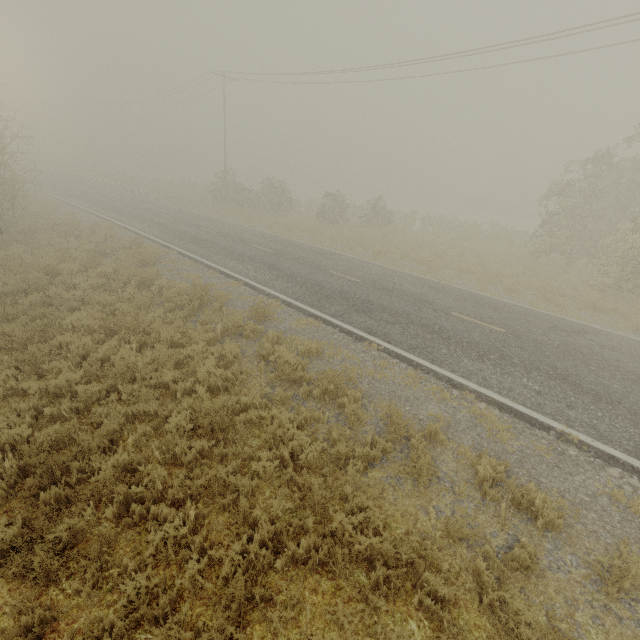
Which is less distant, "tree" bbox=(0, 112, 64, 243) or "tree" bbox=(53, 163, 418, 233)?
"tree" bbox=(0, 112, 64, 243)

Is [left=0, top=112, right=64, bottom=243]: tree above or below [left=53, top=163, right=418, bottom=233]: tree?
above

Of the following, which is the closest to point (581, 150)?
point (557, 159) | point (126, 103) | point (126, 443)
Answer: point (557, 159)

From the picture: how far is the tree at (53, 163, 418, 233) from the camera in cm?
2722

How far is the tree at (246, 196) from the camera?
27.2 meters

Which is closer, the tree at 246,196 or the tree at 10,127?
the tree at 10,127
